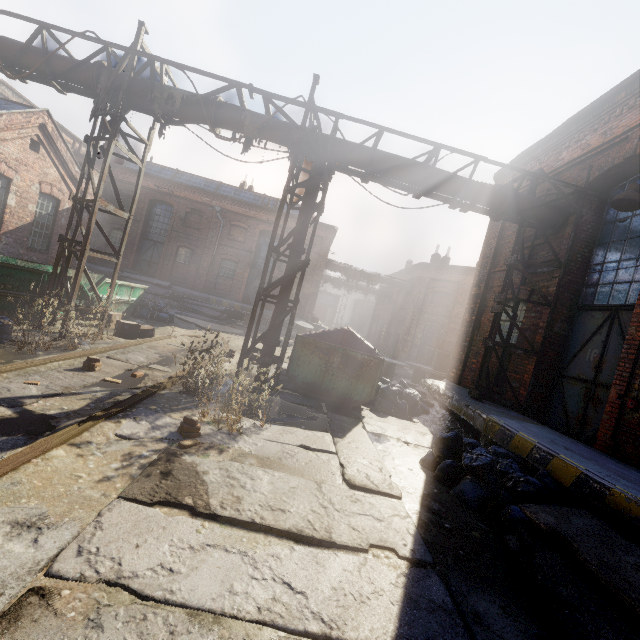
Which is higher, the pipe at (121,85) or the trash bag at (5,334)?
the pipe at (121,85)

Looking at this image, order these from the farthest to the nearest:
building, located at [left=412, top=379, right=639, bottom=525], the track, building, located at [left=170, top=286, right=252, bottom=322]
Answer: building, located at [left=170, top=286, right=252, bottom=322] → building, located at [left=412, top=379, right=639, bottom=525] → the track

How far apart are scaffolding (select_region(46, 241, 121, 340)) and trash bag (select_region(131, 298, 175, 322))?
4.59m

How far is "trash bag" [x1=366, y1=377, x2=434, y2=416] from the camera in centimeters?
856cm

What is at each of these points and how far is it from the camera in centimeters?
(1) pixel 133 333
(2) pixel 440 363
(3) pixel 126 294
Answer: (1) carton, 911cm
(2) spool, 1345cm
(3) container, 1165cm

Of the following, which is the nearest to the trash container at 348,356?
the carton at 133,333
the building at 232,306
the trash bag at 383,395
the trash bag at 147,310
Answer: the trash bag at 383,395

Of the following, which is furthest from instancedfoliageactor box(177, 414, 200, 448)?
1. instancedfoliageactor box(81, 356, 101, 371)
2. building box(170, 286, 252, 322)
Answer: building box(170, 286, 252, 322)

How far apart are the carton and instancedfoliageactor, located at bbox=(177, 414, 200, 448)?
5.69m
